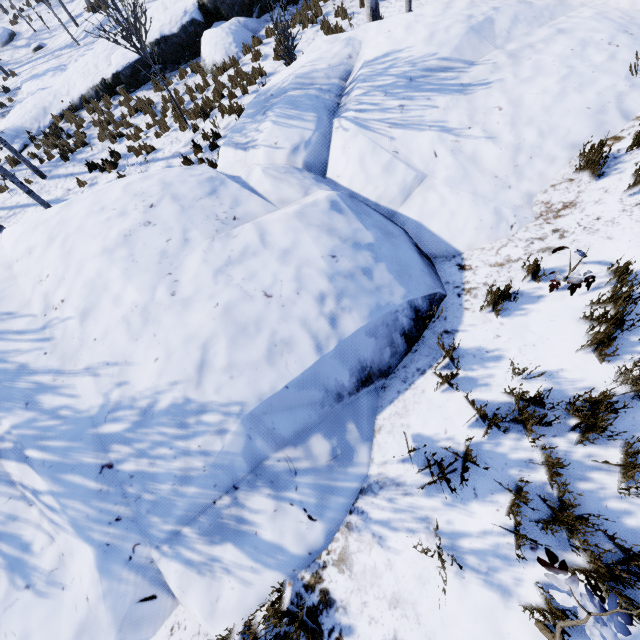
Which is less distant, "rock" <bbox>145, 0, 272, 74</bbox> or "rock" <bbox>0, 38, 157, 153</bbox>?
"rock" <bbox>145, 0, 272, 74</bbox>

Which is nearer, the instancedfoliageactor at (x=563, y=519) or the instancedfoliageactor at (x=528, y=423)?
the instancedfoliageactor at (x=563, y=519)

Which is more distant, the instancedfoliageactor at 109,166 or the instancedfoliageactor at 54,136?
the instancedfoliageactor at 54,136

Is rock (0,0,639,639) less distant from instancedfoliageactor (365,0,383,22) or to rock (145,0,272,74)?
instancedfoliageactor (365,0,383,22)

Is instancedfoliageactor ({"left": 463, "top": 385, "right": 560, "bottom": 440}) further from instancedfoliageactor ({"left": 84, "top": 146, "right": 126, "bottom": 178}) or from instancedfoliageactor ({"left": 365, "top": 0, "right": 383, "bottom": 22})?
instancedfoliageactor ({"left": 365, "top": 0, "right": 383, "bottom": 22})

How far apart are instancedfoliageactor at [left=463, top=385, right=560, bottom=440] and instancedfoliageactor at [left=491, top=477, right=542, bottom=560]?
0.2 meters

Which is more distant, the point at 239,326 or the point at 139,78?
the point at 139,78

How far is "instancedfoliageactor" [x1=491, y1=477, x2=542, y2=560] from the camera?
1.94m
